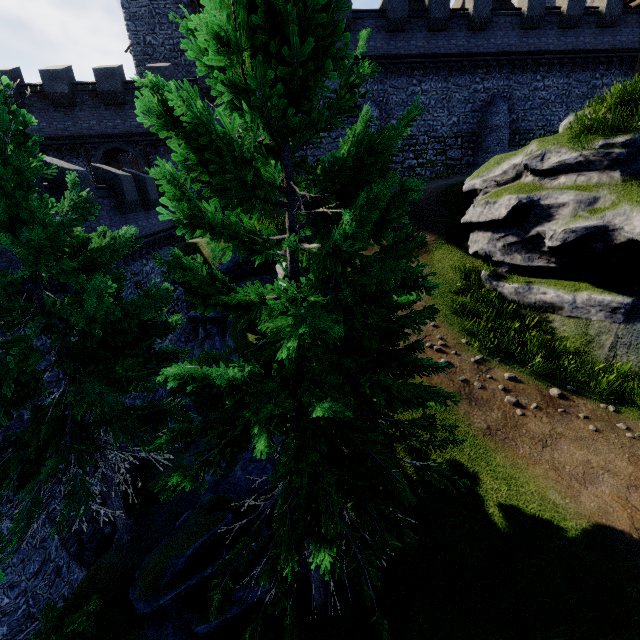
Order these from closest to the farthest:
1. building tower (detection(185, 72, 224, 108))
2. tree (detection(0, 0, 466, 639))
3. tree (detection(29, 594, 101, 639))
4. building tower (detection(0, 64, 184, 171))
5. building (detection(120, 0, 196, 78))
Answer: tree (detection(0, 0, 466, 639)) → tree (detection(29, 594, 101, 639)) → building tower (detection(0, 64, 184, 171)) → building tower (detection(185, 72, 224, 108)) → building (detection(120, 0, 196, 78))

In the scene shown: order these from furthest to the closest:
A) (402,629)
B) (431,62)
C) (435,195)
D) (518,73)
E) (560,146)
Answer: (518,73), (431,62), (435,195), (560,146), (402,629)

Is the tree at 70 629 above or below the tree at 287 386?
below

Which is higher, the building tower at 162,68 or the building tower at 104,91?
the building tower at 162,68

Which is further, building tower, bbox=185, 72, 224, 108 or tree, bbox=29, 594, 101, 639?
building tower, bbox=185, 72, 224, 108

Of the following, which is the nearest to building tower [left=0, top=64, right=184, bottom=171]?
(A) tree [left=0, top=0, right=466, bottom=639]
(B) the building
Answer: (B) the building

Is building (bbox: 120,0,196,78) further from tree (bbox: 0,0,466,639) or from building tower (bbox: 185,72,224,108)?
tree (bbox: 0,0,466,639)
